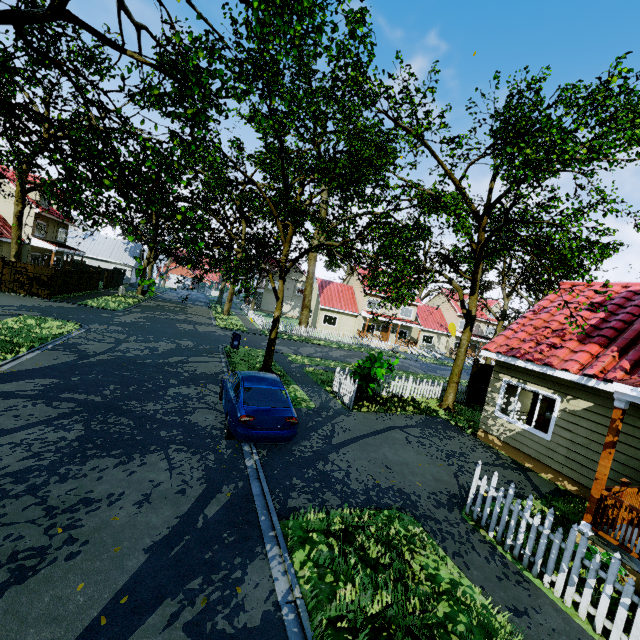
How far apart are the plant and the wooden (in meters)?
6.78

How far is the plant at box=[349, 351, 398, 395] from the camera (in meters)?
12.45

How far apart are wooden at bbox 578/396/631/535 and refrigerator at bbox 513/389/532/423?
5.2m

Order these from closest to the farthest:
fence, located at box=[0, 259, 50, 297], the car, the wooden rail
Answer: the wooden rail → the car → fence, located at box=[0, 259, 50, 297]

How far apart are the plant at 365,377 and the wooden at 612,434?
6.8m

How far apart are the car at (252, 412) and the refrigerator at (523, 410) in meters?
8.1 m

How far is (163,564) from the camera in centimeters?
439cm

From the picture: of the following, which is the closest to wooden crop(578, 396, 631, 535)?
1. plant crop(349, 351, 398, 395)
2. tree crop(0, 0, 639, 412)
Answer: tree crop(0, 0, 639, 412)
